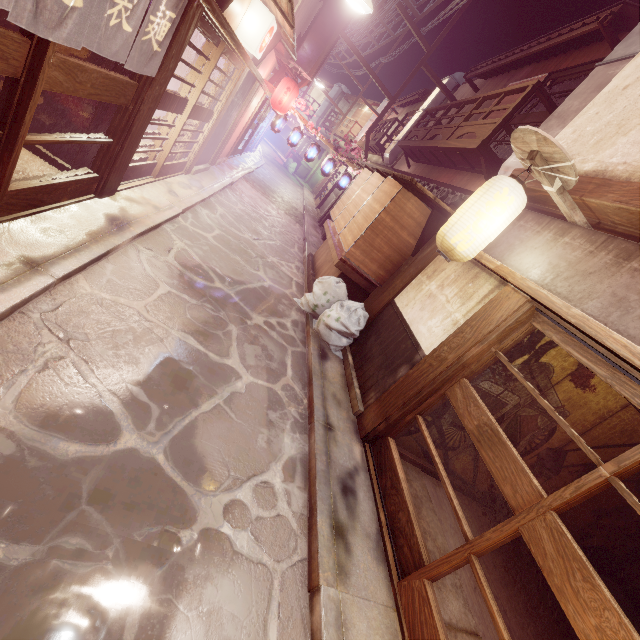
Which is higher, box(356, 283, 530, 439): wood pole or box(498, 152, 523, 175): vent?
box(498, 152, 523, 175): vent

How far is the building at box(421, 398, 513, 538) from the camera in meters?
8.7 m

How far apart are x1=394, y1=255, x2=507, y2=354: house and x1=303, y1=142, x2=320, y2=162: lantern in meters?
16.3 m

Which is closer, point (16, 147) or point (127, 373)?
point (16, 147)

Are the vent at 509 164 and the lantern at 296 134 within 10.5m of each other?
no

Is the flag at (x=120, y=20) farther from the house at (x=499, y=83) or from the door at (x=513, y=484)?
the house at (x=499, y=83)

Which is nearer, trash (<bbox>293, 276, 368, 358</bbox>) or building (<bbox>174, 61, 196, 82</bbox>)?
trash (<bbox>293, 276, 368, 358</bbox>)

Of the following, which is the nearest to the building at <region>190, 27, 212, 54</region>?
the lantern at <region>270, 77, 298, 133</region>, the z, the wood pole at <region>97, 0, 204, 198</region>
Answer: the wood pole at <region>97, 0, 204, 198</region>
